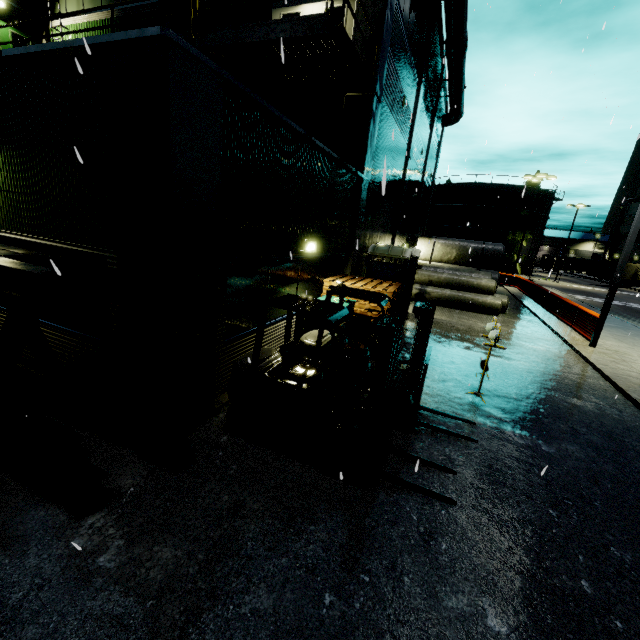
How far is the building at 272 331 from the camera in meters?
7.3 m

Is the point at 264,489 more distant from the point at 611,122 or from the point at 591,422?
the point at 611,122

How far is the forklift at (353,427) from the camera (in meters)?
4.27

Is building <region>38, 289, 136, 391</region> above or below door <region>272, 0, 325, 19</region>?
below

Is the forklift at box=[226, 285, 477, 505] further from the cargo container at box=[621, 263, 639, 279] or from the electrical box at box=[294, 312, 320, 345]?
the cargo container at box=[621, 263, 639, 279]

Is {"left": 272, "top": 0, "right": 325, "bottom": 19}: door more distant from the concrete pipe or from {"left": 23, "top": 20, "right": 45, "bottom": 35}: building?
the concrete pipe

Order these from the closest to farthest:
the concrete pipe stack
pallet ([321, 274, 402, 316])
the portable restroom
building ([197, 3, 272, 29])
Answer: pallet ([321, 274, 402, 316])
building ([197, 3, 272, 29])
the portable restroom
the concrete pipe stack

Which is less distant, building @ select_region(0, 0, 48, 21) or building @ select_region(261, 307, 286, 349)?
building @ select_region(261, 307, 286, 349)
